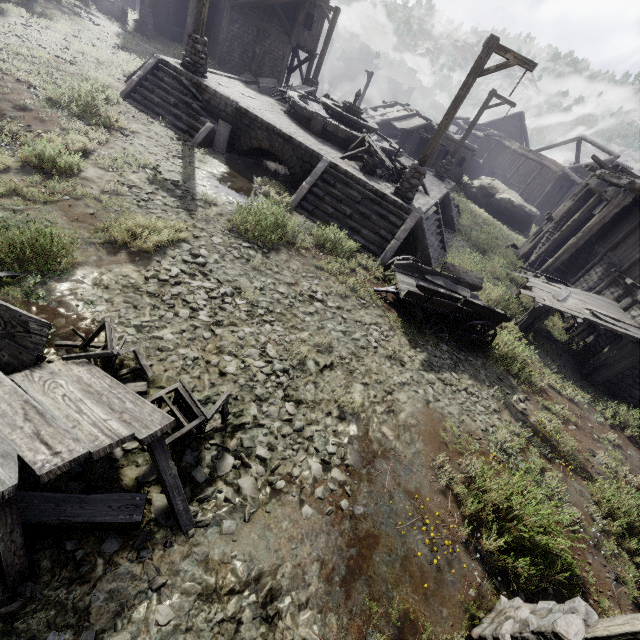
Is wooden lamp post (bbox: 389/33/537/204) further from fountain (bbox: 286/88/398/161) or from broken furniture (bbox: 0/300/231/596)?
broken furniture (bbox: 0/300/231/596)

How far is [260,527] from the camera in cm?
371

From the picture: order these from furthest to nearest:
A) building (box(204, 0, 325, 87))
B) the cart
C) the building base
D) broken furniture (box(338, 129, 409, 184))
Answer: building (box(204, 0, 325, 87)) → broken furniture (box(338, 129, 409, 184)) → the building base → the cart

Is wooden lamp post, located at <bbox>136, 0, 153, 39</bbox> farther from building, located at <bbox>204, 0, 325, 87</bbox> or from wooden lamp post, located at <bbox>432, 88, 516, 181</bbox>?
wooden lamp post, located at <bbox>432, 88, 516, 181</bbox>

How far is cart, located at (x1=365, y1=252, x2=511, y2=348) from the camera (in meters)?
8.18

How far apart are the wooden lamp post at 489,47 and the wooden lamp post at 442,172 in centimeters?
908cm

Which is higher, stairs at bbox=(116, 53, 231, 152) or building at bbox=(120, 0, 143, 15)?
building at bbox=(120, 0, 143, 15)

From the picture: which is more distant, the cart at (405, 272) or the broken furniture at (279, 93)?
the broken furniture at (279, 93)
